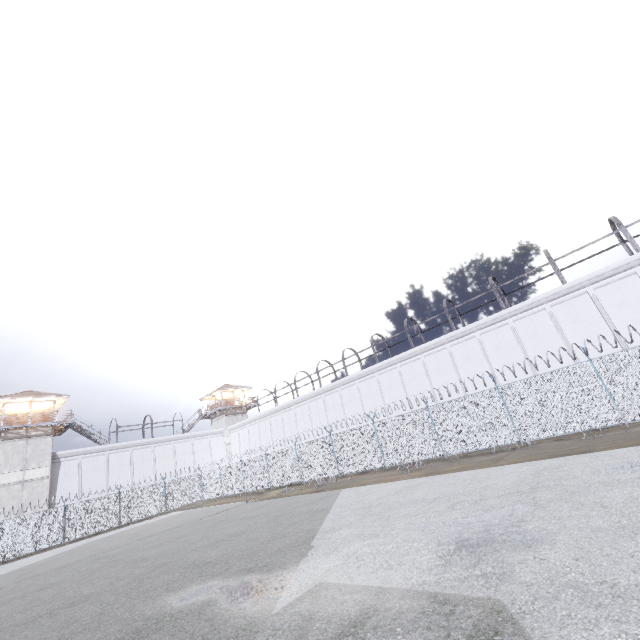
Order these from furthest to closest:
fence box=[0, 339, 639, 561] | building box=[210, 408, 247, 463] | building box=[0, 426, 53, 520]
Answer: building box=[210, 408, 247, 463] < building box=[0, 426, 53, 520] < fence box=[0, 339, 639, 561]

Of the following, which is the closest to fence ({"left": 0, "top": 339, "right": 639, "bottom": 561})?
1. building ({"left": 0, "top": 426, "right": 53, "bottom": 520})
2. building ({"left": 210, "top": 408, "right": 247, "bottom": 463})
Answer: building ({"left": 0, "top": 426, "right": 53, "bottom": 520})

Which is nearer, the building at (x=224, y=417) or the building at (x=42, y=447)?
the building at (x=42, y=447)

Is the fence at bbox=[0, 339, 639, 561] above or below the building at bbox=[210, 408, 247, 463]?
below

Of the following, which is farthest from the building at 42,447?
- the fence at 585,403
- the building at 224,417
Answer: the building at 224,417

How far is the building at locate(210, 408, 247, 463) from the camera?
46.5 meters

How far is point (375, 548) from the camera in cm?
651

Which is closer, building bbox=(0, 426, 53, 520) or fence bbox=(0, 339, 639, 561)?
fence bbox=(0, 339, 639, 561)
